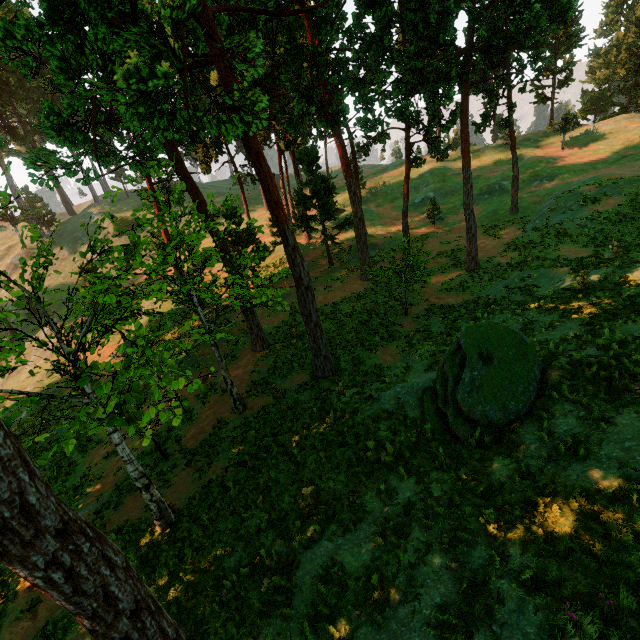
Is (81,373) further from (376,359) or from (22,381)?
(22,381)

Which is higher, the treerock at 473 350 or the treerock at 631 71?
the treerock at 631 71

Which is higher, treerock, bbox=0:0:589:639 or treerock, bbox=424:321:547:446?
treerock, bbox=0:0:589:639

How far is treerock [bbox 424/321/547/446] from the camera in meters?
9.0

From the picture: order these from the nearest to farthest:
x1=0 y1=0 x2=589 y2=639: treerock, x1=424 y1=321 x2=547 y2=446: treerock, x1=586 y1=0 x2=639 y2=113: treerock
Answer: x1=0 y1=0 x2=589 y2=639: treerock, x1=424 y1=321 x2=547 y2=446: treerock, x1=586 y1=0 x2=639 y2=113: treerock

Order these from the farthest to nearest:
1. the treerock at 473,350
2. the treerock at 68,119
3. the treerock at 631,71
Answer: the treerock at 631,71, the treerock at 473,350, the treerock at 68,119

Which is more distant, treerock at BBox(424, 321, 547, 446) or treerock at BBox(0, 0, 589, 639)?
treerock at BBox(424, 321, 547, 446)
